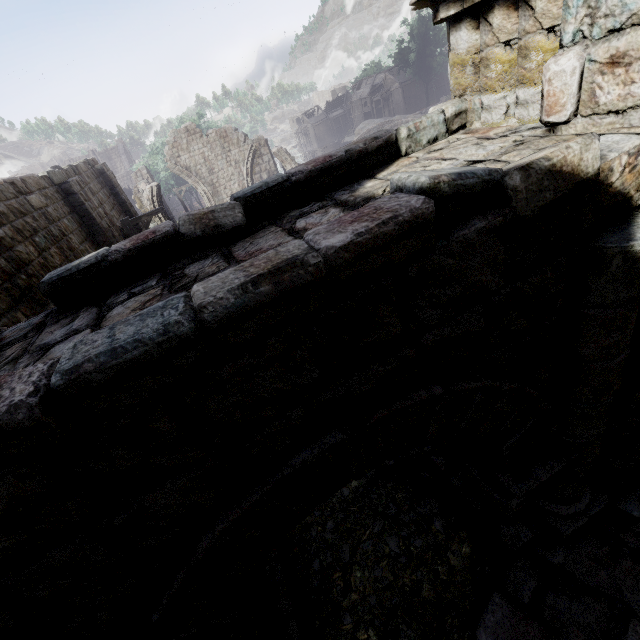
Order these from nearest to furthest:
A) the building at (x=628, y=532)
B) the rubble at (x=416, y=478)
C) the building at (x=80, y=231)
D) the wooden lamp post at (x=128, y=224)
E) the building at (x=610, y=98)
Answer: the building at (x=610, y=98)
the building at (x=628, y=532)
the rubble at (x=416, y=478)
the building at (x=80, y=231)
the wooden lamp post at (x=128, y=224)

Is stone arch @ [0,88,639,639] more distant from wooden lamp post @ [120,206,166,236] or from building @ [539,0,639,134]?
wooden lamp post @ [120,206,166,236]

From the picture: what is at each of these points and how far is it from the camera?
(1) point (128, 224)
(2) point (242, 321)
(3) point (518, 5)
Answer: (1) wooden lamp post, 11.4m
(2) stone arch, 1.3m
(3) column, 2.5m

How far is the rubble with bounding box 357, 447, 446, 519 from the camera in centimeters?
486cm

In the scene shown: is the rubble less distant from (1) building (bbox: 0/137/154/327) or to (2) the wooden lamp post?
(1) building (bbox: 0/137/154/327)

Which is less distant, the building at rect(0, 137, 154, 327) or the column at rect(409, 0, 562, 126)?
the column at rect(409, 0, 562, 126)

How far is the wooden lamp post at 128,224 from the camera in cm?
1141

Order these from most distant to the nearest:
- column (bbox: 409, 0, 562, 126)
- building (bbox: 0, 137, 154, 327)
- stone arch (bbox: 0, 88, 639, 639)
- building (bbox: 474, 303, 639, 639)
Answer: building (bbox: 0, 137, 154, 327) → building (bbox: 474, 303, 639, 639) → column (bbox: 409, 0, 562, 126) → stone arch (bbox: 0, 88, 639, 639)
